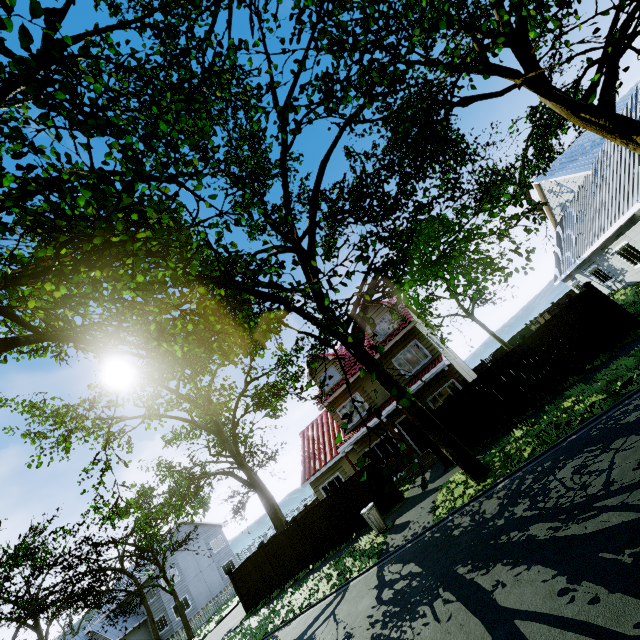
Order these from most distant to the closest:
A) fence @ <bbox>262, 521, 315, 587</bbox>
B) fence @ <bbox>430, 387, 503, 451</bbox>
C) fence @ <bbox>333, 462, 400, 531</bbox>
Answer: fence @ <bbox>262, 521, 315, 587</bbox> → fence @ <bbox>333, 462, 400, 531</bbox> → fence @ <bbox>430, 387, 503, 451</bbox>

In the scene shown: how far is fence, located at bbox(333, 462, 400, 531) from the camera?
14.39m

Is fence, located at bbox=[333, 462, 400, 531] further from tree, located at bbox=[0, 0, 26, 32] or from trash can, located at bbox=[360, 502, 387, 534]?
trash can, located at bbox=[360, 502, 387, 534]

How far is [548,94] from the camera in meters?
8.6 m

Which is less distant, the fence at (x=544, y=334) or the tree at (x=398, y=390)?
the tree at (x=398, y=390)

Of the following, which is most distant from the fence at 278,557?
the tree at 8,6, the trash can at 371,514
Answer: the trash can at 371,514

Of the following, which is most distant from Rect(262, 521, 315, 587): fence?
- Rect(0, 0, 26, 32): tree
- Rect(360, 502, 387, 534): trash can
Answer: Rect(360, 502, 387, 534): trash can
